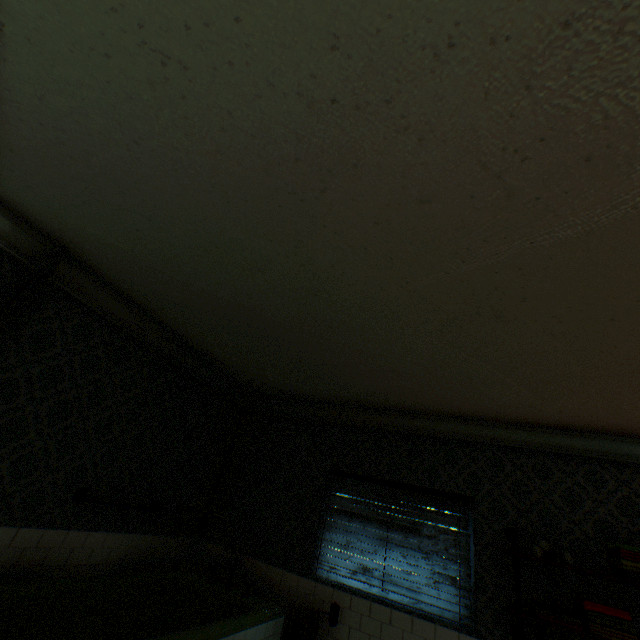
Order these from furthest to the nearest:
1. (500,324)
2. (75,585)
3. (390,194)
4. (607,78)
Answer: (75,585)
(500,324)
(390,194)
(607,78)

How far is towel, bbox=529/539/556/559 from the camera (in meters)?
2.84

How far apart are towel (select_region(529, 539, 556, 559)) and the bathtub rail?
3.8 meters

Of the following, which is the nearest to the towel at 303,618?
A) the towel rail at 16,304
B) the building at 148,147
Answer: the building at 148,147

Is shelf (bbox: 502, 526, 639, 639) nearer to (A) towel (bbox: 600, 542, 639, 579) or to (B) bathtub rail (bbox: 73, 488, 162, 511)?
(A) towel (bbox: 600, 542, 639, 579)

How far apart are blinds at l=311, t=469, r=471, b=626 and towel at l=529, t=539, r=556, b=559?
0.6m

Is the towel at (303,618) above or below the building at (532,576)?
below

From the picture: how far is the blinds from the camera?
3.3 meters
